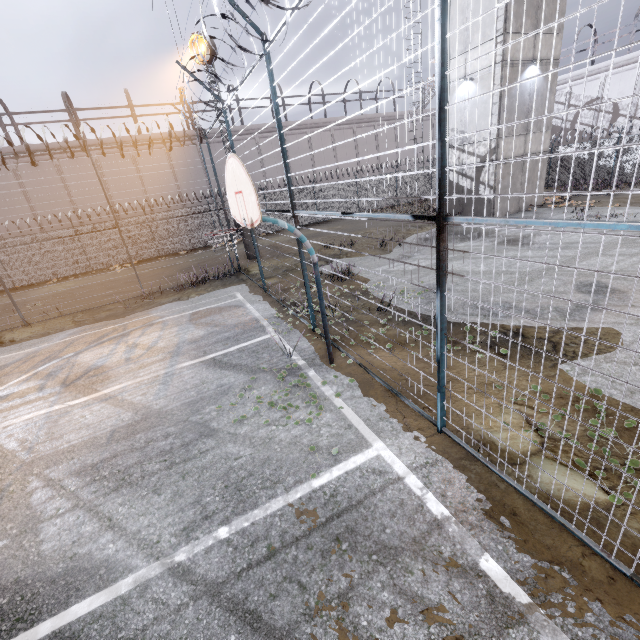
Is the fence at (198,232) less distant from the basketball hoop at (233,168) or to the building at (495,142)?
the basketball hoop at (233,168)

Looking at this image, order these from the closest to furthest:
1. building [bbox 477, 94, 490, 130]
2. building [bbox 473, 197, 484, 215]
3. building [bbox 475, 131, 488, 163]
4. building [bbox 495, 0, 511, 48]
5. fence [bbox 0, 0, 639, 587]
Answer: fence [bbox 0, 0, 639, 587] → building [bbox 495, 0, 511, 48] → building [bbox 477, 94, 490, 130] → building [bbox 475, 131, 488, 163] → building [bbox 473, 197, 484, 215]

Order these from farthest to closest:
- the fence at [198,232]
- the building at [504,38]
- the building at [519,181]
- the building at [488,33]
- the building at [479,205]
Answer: the building at [479,205] → the building at [519,181] → the building at [488,33] → the building at [504,38] → the fence at [198,232]

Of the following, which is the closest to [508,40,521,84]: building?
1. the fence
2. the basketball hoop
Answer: the fence

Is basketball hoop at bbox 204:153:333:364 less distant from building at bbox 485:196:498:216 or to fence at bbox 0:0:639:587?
fence at bbox 0:0:639:587

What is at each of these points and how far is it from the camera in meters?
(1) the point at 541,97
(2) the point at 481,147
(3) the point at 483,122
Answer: (1) building, 15.8 m
(2) building, 16.3 m
(3) building, 15.8 m

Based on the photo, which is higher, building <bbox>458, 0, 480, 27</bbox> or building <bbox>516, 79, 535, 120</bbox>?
building <bbox>458, 0, 480, 27</bbox>
